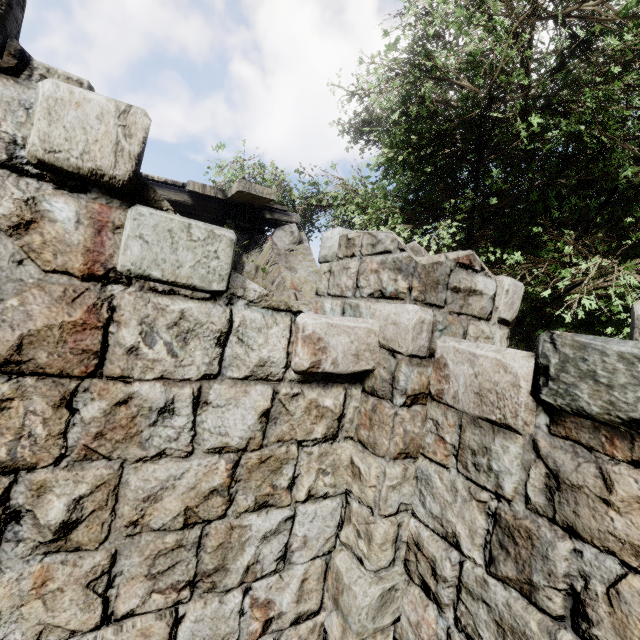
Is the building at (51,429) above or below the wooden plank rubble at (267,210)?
below

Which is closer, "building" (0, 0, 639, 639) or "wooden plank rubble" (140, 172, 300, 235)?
"building" (0, 0, 639, 639)

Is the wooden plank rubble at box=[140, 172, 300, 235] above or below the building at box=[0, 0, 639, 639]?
above

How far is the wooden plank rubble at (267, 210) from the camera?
4.8 meters

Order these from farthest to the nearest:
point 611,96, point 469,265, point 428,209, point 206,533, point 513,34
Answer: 1. point 428,209
2. point 513,34
3. point 611,96
4. point 469,265
5. point 206,533

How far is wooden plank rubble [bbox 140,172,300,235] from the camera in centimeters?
478cm
